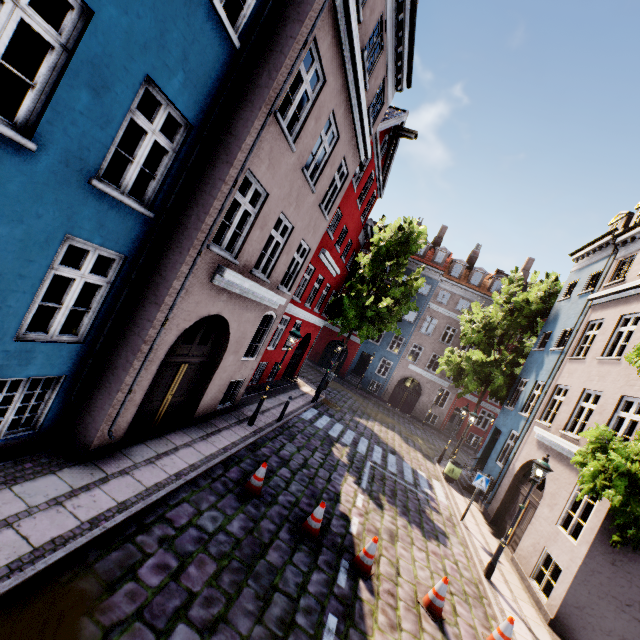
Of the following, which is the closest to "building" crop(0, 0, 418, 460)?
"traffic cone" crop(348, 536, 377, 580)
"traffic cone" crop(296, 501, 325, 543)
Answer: "traffic cone" crop(296, 501, 325, 543)

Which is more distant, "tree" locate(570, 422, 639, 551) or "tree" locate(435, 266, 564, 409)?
"tree" locate(435, 266, 564, 409)

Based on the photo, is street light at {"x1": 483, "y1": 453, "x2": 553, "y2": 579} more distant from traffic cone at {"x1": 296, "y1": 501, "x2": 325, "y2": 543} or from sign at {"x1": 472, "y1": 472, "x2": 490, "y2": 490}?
traffic cone at {"x1": 296, "y1": 501, "x2": 325, "y2": 543}

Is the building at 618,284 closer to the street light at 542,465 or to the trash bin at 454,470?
the trash bin at 454,470

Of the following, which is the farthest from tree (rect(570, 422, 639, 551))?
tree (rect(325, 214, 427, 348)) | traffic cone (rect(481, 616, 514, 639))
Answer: tree (rect(325, 214, 427, 348))

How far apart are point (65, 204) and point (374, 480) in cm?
1219

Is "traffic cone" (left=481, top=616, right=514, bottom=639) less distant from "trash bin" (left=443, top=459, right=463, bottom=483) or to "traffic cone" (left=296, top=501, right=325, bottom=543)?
"traffic cone" (left=296, top=501, right=325, bottom=543)

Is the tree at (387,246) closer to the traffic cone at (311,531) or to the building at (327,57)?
the building at (327,57)
